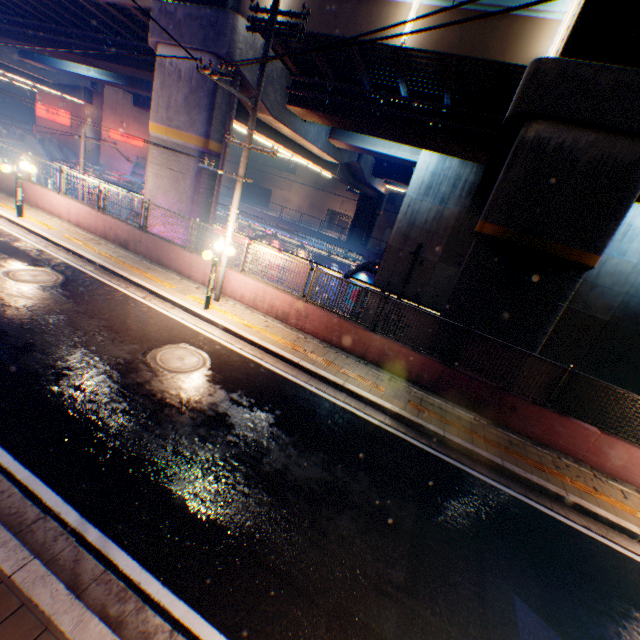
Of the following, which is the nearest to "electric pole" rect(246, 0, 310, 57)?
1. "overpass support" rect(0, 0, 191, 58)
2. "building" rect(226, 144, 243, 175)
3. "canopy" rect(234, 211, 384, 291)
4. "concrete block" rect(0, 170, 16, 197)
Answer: "concrete block" rect(0, 170, 16, 197)

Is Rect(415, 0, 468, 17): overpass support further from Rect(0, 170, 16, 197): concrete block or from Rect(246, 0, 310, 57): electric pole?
Rect(246, 0, 310, 57): electric pole

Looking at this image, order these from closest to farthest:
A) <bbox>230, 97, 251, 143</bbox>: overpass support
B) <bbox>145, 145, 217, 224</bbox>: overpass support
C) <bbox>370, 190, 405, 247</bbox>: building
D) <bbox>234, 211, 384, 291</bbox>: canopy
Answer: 1. <bbox>145, 145, 217, 224</bbox>: overpass support
2. <bbox>230, 97, 251, 143</bbox>: overpass support
3. <bbox>234, 211, 384, 291</bbox>: canopy
4. <bbox>370, 190, 405, 247</bbox>: building

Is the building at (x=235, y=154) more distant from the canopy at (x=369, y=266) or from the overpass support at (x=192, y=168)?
the canopy at (x=369, y=266)

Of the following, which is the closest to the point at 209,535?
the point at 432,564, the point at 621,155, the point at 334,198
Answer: the point at 432,564

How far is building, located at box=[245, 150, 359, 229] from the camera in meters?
53.3 m

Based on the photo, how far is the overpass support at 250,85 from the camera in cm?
1230

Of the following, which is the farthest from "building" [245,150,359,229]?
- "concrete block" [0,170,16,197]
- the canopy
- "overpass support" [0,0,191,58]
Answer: "concrete block" [0,170,16,197]
